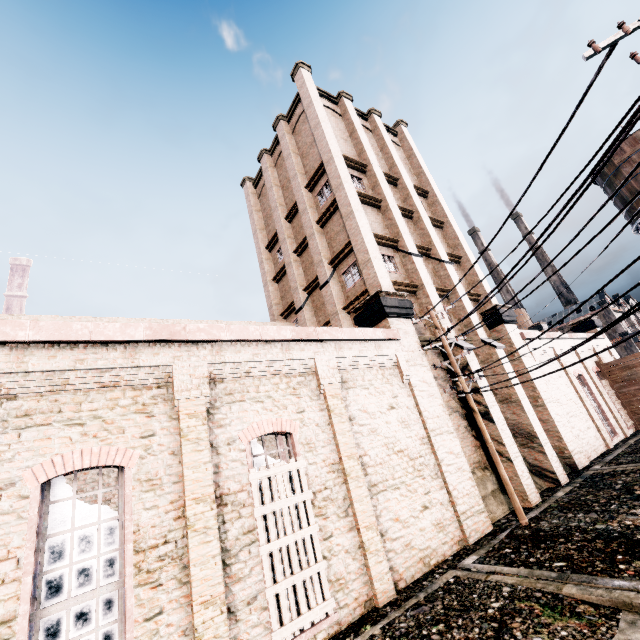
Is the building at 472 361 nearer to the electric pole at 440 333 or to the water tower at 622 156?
the electric pole at 440 333

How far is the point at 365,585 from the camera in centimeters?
872cm

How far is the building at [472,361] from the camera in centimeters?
1614cm

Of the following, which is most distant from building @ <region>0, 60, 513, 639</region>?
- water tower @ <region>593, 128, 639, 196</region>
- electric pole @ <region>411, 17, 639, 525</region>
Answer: water tower @ <region>593, 128, 639, 196</region>

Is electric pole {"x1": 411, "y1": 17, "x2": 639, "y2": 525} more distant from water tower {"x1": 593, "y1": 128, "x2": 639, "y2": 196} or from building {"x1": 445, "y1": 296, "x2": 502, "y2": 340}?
water tower {"x1": 593, "y1": 128, "x2": 639, "y2": 196}

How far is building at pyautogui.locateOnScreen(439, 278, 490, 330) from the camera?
17.6 meters

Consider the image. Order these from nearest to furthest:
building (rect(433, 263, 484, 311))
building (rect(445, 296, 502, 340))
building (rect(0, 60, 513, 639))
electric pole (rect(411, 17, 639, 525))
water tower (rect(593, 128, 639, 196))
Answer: electric pole (rect(411, 17, 639, 525)) → building (rect(0, 60, 513, 639)) → building (rect(445, 296, 502, 340)) → building (rect(433, 263, 484, 311)) → water tower (rect(593, 128, 639, 196))
